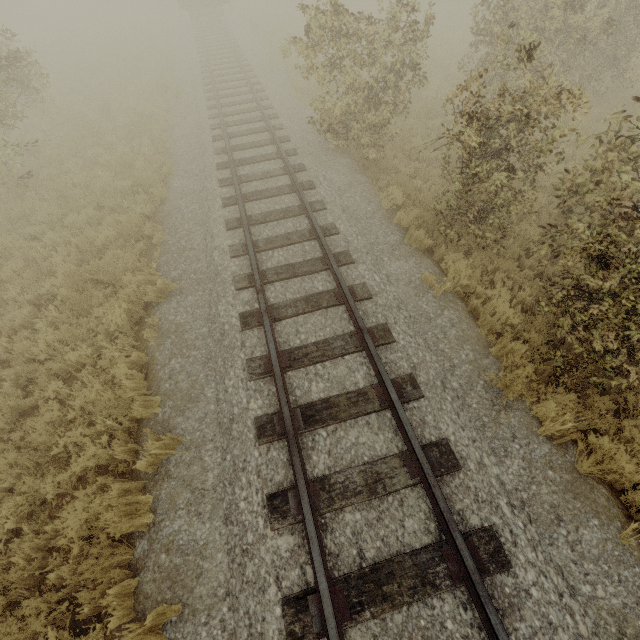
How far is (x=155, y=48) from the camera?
21.5m
